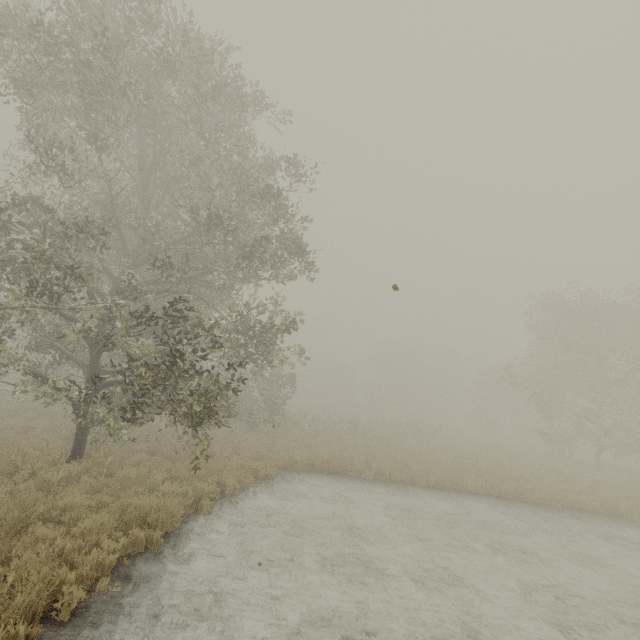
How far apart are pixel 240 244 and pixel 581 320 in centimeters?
2570cm
